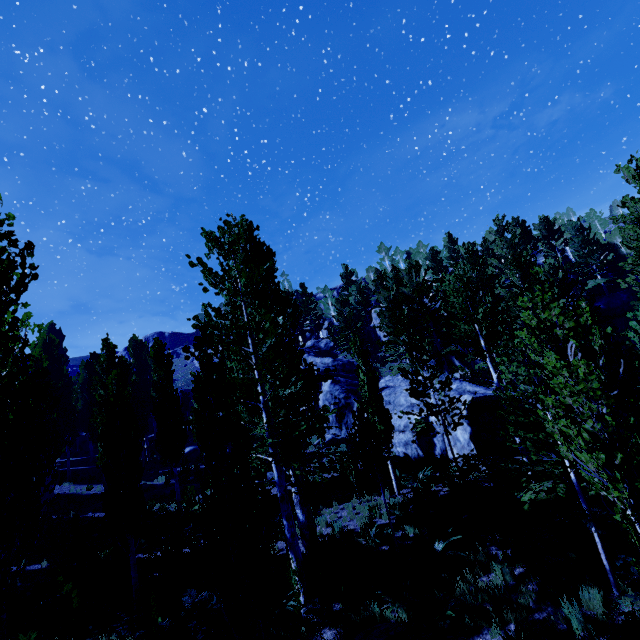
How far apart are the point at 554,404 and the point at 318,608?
8.69m

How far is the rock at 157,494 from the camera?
21.2m

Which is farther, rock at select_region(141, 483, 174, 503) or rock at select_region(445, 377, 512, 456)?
rock at select_region(141, 483, 174, 503)

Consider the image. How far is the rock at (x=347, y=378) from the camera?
25.6m

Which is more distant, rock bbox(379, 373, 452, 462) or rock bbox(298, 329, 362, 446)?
rock bbox(298, 329, 362, 446)

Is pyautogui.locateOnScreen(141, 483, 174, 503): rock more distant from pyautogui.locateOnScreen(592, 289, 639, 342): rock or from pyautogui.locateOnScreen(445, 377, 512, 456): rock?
pyautogui.locateOnScreen(592, 289, 639, 342): rock

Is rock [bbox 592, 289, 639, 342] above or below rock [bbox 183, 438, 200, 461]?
above
